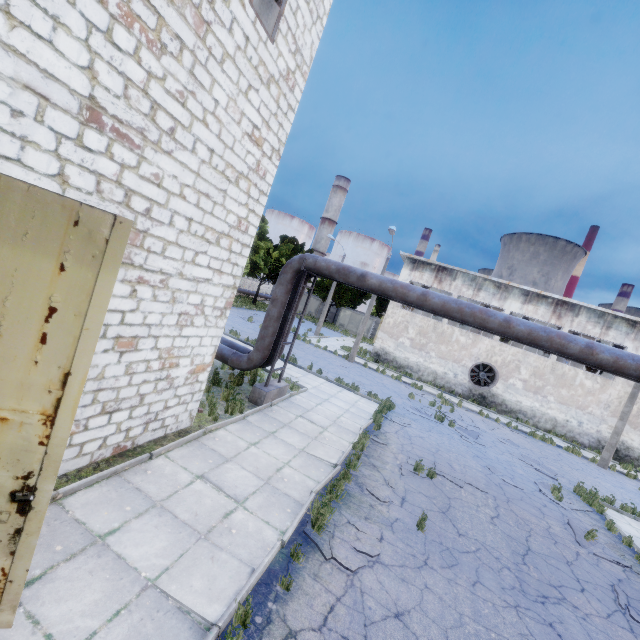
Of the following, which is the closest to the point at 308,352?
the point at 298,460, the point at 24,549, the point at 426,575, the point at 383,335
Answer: the point at 383,335

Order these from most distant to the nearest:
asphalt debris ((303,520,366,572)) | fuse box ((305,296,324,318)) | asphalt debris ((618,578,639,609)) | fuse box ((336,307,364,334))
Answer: fuse box ((305,296,324,318))
fuse box ((336,307,364,334))
asphalt debris ((618,578,639,609))
asphalt debris ((303,520,366,572))

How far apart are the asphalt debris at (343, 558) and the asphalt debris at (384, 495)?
1.0 meters

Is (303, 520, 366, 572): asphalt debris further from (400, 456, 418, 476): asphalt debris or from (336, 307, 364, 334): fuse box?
(336, 307, 364, 334): fuse box

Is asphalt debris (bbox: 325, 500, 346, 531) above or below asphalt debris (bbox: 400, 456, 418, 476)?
below

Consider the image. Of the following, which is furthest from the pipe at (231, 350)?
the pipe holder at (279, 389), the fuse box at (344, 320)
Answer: the fuse box at (344, 320)

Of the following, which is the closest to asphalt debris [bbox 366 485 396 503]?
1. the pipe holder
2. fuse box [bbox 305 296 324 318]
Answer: the pipe holder

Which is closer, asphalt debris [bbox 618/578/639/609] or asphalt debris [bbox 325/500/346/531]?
asphalt debris [bbox 325/500/346/531]
